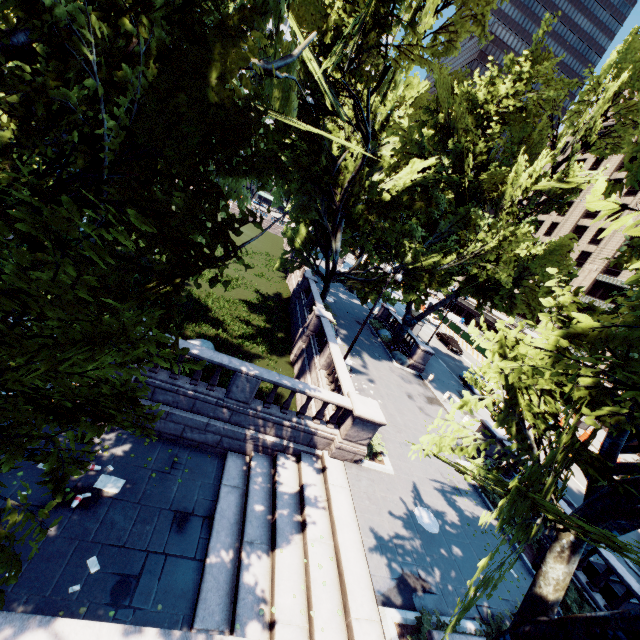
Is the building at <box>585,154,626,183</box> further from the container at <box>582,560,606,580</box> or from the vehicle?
the container at <box>582,560,606,580</box>

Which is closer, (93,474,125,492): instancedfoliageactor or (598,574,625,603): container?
(93,474,125,492): instancedfoliageactor

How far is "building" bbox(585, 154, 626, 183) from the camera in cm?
5344

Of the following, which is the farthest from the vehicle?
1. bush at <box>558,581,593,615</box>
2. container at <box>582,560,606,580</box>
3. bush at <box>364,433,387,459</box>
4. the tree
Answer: bush at <box>558,581,593,615</box>

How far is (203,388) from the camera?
11.8 meters

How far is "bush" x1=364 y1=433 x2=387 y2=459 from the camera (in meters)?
13.87

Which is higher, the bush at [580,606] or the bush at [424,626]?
the bush at [580,606]

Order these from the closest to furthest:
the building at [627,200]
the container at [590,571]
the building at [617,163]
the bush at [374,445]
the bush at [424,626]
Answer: the bush at [424,626] → the container at [590,571] → the bush at [374,445] → the building at [627,200] → the building at [617,163]
